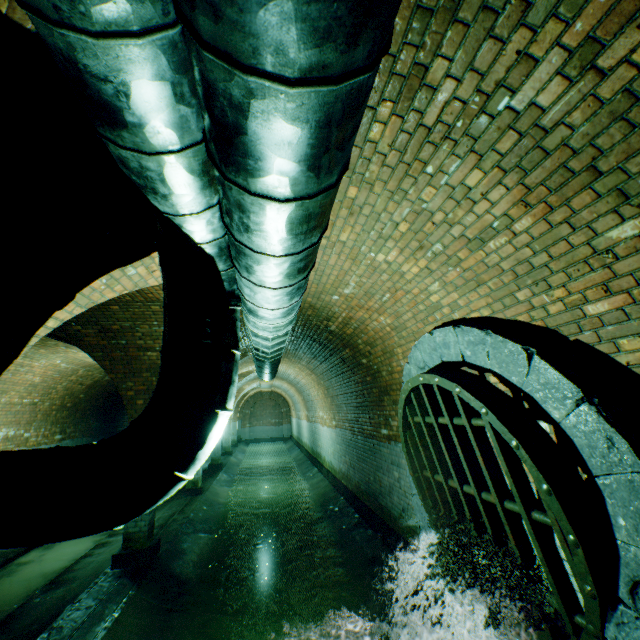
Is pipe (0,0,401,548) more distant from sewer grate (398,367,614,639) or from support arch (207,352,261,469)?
support arch (207,352,261,469)

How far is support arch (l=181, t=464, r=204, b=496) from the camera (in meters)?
10.42

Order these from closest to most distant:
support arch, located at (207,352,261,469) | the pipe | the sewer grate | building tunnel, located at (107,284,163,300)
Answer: the pipe
the sewer grate
building tunnel, located at (107,284,163,300)
support arch, located at (207,352,261,469)

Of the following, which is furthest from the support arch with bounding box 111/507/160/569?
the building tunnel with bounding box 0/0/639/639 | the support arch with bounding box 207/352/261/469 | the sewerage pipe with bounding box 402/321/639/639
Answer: the support arch with bounding box 207/352/261/469

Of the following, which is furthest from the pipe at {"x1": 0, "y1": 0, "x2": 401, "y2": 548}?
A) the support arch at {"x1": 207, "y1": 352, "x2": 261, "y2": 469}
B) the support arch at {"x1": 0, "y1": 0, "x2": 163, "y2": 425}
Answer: the support arch at {"x1": 207, "y1": 352, "x2": 261, "y2": 469}

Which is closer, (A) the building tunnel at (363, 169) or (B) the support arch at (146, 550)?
(A) the building tunnel at (363, 169)

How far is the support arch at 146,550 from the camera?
5.7m

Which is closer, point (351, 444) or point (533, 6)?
point (533, 6)
